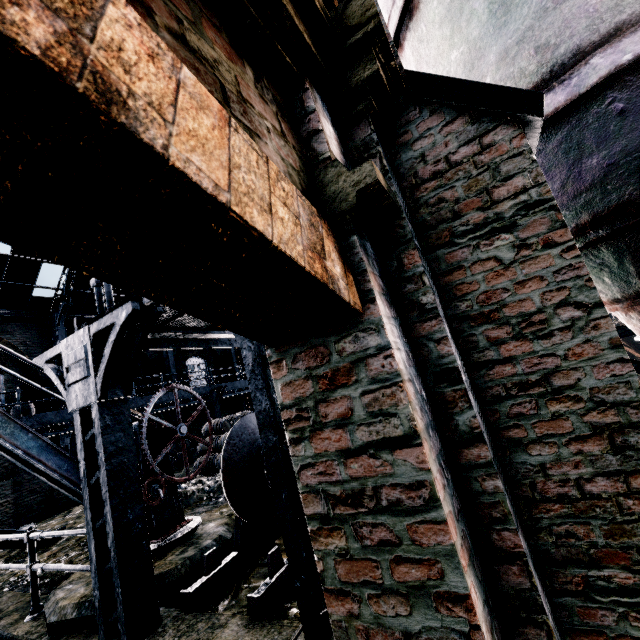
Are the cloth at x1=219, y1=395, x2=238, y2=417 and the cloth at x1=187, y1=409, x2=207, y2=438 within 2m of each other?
yes

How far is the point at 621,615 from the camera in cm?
139

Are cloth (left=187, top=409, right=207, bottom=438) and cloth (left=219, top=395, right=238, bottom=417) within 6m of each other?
yes

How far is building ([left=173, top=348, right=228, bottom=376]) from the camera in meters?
23.0

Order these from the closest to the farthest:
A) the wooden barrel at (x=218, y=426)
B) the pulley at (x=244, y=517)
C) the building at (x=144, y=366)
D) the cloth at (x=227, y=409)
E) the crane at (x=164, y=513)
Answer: the pulley at (x=244, y=517)
the crane at (x=164, y=513)
the wooden barrel at (x=218, y=426)
the building at (x=144, y=366)
the cloth at (x=227, y=409)

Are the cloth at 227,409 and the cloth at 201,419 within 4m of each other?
yes

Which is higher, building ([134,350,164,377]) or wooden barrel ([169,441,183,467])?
building ([134,350,164,377])

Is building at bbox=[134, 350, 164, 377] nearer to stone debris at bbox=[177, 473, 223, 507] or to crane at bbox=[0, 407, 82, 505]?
crane at bbox=[0, 407, 82, 505]
